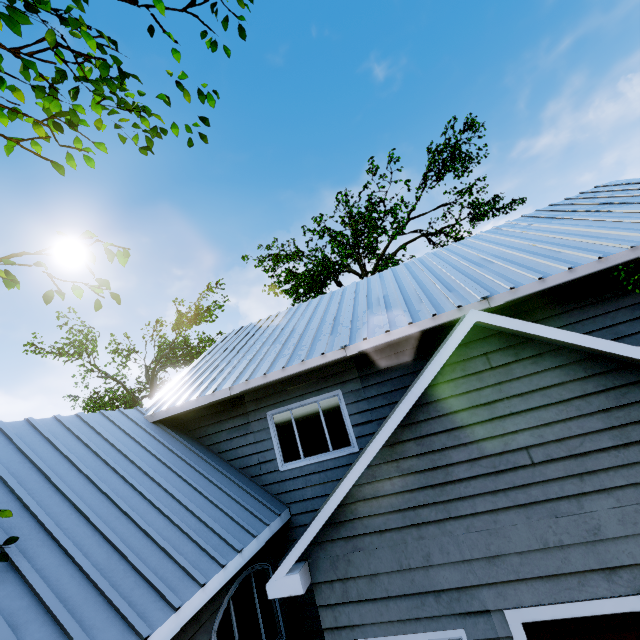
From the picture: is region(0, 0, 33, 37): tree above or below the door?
above

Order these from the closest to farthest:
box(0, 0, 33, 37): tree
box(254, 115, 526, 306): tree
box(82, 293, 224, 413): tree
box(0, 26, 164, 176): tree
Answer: box(0, 0, 33, 37): tree → box(0, 26, 164, 176): tree → box(82, 293, 224, 413): tree → box(254, 115, 526, 306): tree

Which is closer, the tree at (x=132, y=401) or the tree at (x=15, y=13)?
the tree at (x=15, y=13)

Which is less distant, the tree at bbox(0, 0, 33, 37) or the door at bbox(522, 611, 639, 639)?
the tree at bbox(0, 0, 33, 37)

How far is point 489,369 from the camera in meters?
3.9

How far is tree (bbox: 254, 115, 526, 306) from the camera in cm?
1816

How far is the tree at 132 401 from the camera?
16.2 meters

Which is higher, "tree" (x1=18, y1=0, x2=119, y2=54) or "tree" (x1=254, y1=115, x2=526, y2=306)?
"tree" (x1=254, y1=115, x2=526, y2=306)
